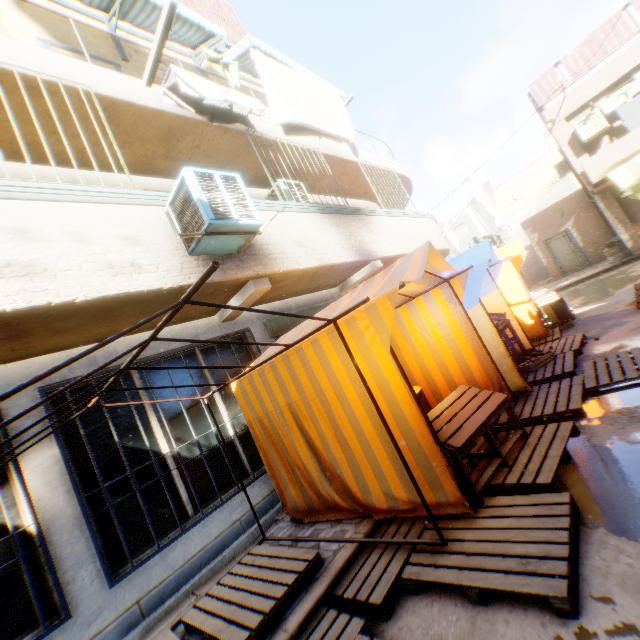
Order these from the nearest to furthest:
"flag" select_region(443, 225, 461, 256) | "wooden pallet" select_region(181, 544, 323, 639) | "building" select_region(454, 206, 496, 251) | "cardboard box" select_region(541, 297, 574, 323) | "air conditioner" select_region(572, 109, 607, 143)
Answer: "wooden pallet" select_region(181, 544, 323, 639)
"cardboard box" select_region(541, 297, 574, 323)
"air conditioner" select_region(572, 109, 607, 143)
"flag" select_region(443, 225, 461, 256)
"building" select_region(454, 206, 496, 251)

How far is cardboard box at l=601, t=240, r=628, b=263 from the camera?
14.6 meters

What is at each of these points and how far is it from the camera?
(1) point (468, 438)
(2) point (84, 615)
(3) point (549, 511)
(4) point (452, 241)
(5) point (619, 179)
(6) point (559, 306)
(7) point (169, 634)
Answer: (1) table, 3.2m
(2) building, 3.4m
(3) wooden pallet, 2.5m
(4) flag, 15.6m
(5) tent, 5.3m
(6) cardboard box, 8.9m
(7) wooden pallet, 3.0m

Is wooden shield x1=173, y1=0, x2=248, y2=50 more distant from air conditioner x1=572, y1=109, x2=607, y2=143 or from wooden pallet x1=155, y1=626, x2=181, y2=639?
wooden pallet x1=155, y1=626, x2=181, y2=639

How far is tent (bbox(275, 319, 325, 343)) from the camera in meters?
4.3 m

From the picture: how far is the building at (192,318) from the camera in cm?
514

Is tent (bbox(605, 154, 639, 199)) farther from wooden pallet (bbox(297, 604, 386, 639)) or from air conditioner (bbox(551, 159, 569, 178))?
air conditioner (bbox(551, 159, 569, 178))
